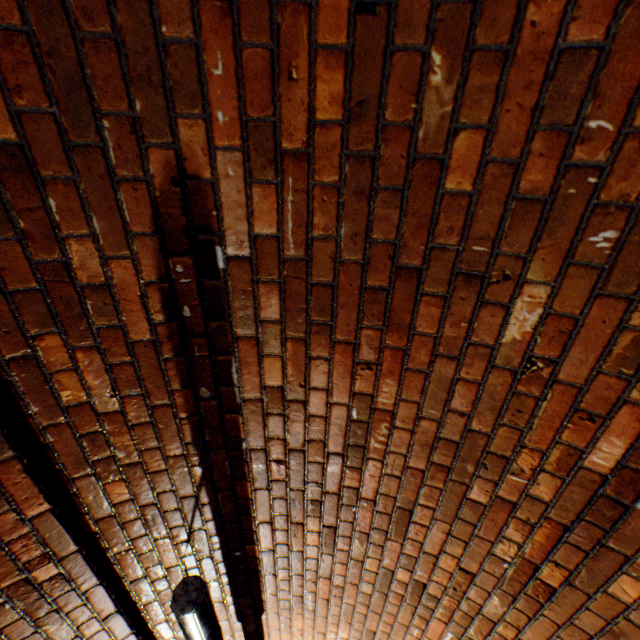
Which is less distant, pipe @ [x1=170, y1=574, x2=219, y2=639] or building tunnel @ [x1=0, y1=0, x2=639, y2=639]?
building tunnel @ [x1=0, y1=0, x2=639, y2=639]

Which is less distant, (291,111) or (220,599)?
(291,111)

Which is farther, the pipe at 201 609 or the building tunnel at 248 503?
the pipe at 201 609
